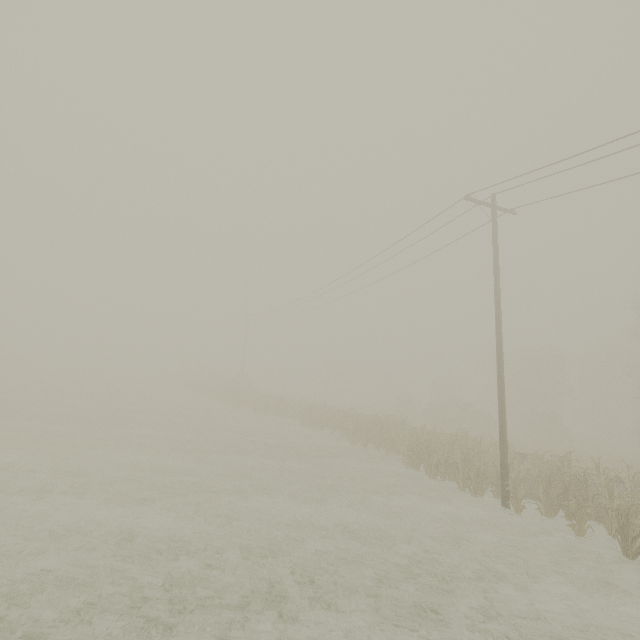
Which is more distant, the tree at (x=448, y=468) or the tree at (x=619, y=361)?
the tree at (x=619, y=361)

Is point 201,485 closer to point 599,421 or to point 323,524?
point 323,524

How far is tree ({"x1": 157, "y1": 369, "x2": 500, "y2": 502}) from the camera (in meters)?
13.31

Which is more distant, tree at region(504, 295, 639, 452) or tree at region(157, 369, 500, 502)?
tree at region(504, 295, 639, 452)

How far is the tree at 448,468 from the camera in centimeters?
1331cm
